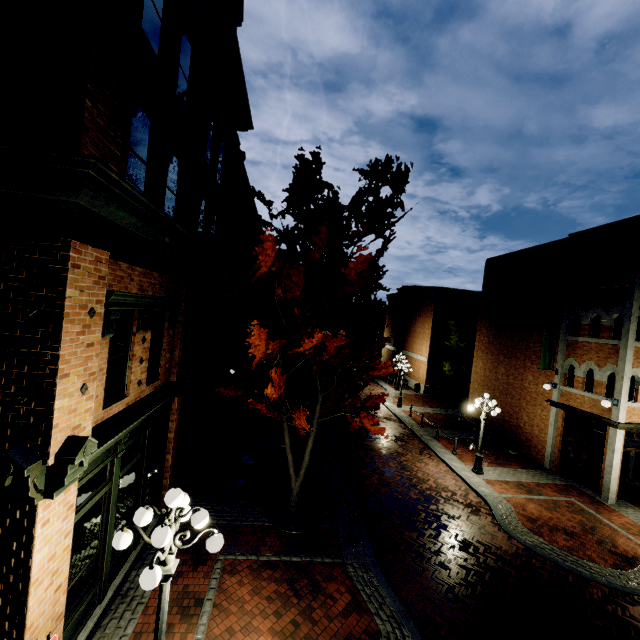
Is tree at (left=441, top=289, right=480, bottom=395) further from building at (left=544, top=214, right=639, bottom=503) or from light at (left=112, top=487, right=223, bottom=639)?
light at (left=112, top=487, right=223, bottom=639)

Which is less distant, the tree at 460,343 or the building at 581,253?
the building at 581,253

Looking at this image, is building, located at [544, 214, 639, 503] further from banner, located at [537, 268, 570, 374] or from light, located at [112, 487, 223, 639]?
banner, located at [537, 268, 570, 374]

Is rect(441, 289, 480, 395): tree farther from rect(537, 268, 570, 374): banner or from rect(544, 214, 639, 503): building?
rect(537, 268, 570, 374): banner

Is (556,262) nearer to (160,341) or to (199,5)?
(199,5)

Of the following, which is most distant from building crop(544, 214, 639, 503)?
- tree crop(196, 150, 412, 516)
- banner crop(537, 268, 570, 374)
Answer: banner crop(537, 268, 570, 374)

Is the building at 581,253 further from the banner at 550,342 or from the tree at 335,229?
the banner at 550,342

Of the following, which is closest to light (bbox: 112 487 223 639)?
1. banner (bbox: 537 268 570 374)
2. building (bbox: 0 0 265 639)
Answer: building (bbox: 0 0 265 639)
